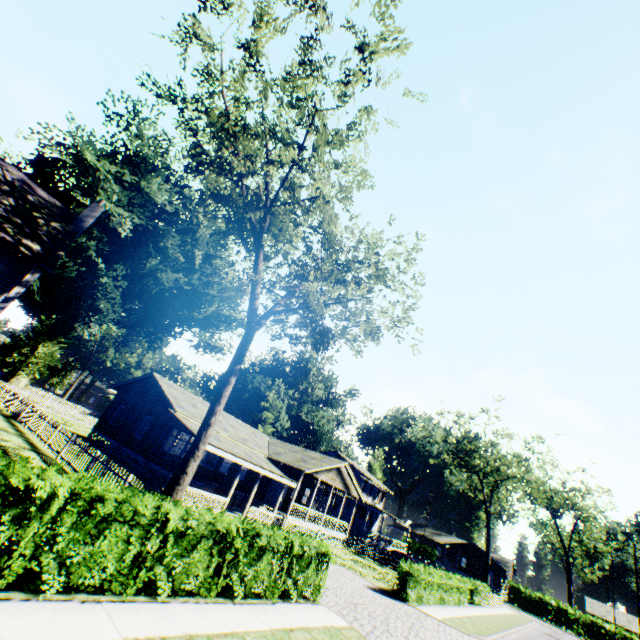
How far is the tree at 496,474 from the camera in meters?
41.4

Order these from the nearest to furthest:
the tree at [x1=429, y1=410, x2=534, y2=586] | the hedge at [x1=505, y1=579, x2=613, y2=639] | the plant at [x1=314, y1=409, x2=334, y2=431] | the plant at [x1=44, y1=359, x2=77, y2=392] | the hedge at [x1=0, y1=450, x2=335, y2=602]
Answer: the hedge at [x1=0, y1=450, x2=335, y2=602] < the tree at [x1=429, y1=410, x2=534, y2=586] < the hedge at [x1=505, y1=579, x2=613, y2=639] < the plant at [x1=44, y1=359, x2=77, y2=392] < the plant at [x1=314, y1=409, x2=334, y2=431]

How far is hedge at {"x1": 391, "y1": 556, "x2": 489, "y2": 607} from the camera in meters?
18.4 m

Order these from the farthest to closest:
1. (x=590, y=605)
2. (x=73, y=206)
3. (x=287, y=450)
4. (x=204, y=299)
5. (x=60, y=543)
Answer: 1. (x=590, y=605)
2. (x=204, y=299)
3. (x=73, y=206)
4. (x=287, y=450)
5. (x=60, y=543)

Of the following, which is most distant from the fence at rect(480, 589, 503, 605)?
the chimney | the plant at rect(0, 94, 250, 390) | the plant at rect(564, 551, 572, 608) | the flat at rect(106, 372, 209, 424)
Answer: the chimney

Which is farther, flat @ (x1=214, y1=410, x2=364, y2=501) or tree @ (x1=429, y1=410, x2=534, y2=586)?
tree @ (x1=429, y1=410, x2=534, y2=586)

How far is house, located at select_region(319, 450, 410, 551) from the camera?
40.6m

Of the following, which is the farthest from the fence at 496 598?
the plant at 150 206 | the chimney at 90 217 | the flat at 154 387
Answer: the chimney at 90 217
